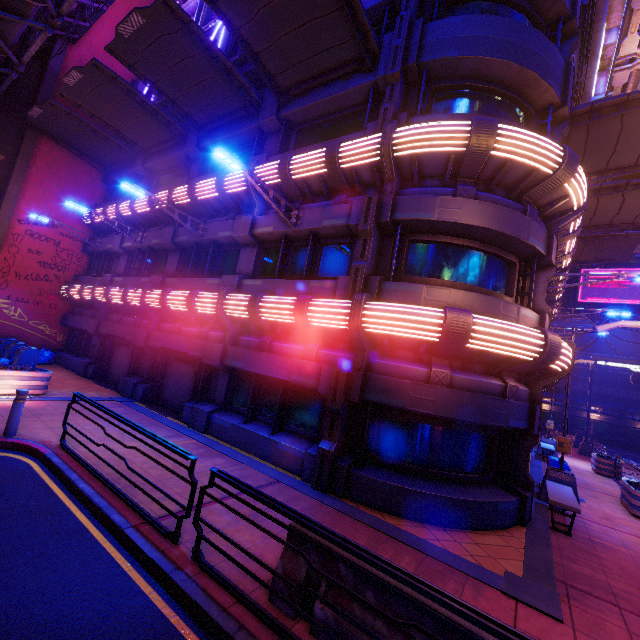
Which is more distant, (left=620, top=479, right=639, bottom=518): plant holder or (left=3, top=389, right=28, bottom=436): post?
(left=620, top=479, right=639, bottom=518): plant holder

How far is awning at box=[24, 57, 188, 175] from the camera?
13.3m

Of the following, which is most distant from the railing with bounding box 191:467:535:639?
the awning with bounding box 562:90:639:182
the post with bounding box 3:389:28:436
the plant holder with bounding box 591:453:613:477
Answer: the plant holder with bounding box 591:453:613:477

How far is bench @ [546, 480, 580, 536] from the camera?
7.9m

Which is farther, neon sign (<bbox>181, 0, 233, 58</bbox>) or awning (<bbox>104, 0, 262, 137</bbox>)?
neon sign (<bbox>181, 0, 233, 58</bbox>)

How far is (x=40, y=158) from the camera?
18.0m

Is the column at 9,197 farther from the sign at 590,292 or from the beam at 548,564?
the sign at 590,292

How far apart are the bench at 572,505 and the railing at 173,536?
8.5 meters
